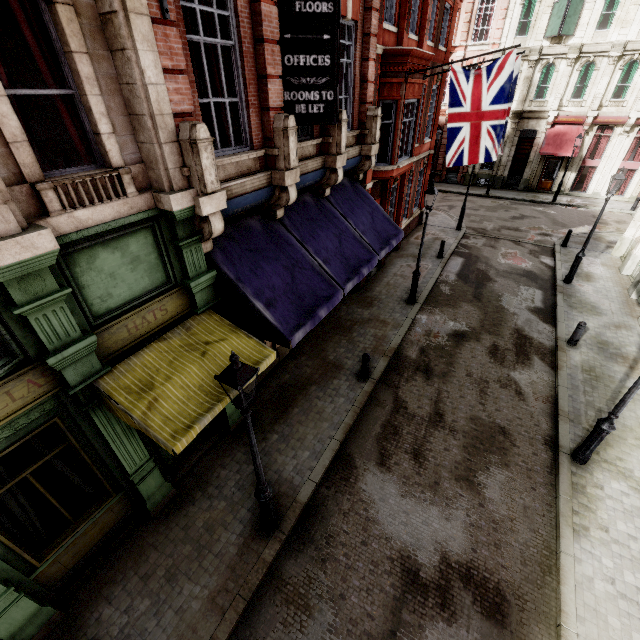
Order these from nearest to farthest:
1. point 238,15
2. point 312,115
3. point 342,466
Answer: point 238,15, point 312,115, point 342,466

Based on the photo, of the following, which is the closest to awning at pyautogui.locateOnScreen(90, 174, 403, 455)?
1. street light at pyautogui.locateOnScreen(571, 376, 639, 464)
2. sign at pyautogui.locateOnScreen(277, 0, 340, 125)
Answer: sign at pyautogui.locateOnScreen(277, 0, 340, 125)

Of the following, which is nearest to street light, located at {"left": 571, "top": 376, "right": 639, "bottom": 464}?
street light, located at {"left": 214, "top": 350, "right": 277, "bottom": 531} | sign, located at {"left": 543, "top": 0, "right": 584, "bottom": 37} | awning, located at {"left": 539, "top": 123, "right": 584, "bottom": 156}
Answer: street light, located at {"left": 214, "top": 350, "right": 277, "bottom": 531}

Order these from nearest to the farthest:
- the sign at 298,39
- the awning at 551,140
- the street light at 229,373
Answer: the street light at 229,373
the sign at 298,39
the awning at 551,140

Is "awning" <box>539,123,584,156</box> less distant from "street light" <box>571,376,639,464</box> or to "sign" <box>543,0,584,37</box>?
"sign" <box>543,0,584,37</box>

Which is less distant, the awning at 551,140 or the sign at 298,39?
the sign at 298,39

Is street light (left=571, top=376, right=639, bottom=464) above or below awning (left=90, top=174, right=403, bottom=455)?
below

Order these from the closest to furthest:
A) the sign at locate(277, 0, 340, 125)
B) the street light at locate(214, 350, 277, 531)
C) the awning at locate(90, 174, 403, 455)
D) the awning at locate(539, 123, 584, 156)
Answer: the street light at locate(214, 350, 277, 531)
the awning at locate(90, 174, 403, 455)
the sign at locate(277, 0, 340, 125)
the awning at locate(539, 123, 584, 156)
